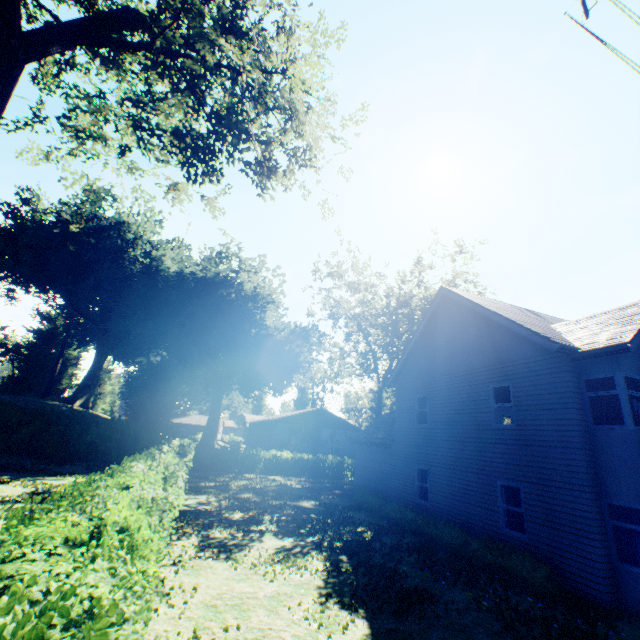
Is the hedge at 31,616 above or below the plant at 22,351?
below

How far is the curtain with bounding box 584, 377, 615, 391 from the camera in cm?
978

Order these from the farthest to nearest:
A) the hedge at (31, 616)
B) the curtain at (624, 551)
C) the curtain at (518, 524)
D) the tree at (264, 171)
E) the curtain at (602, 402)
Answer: the curtain at (518, 524) < the curtain at (602, 402) < the curtain at (624, 551) < the tree at (264, 171) < the hedge at (31, 616)

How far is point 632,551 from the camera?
8.6 meters

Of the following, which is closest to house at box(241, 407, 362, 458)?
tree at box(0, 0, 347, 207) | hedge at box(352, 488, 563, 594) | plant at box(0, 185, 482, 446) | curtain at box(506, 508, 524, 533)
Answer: plant at box(0, 185, 482, 446)

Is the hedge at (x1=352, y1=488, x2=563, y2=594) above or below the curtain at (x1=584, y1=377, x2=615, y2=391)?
below

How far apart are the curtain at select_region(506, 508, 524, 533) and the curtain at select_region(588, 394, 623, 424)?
3.68m

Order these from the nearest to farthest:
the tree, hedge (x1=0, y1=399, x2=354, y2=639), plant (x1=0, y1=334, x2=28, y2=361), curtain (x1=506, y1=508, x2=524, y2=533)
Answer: hedge (x1=0, y1=399, x2=354, y2=639) < the tree < curtain (x1=506, y1=508, x2=524, y2=533) < plant (x1=0, y1=334, x2=28, y2=361)
